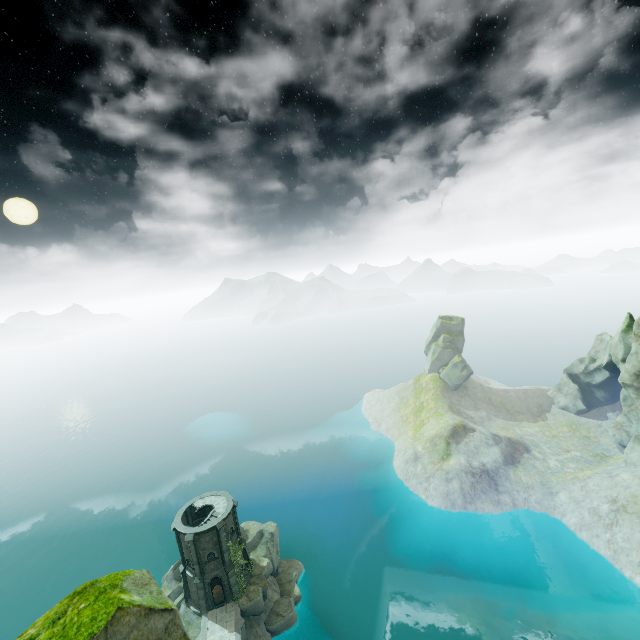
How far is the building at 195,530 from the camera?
36.2m

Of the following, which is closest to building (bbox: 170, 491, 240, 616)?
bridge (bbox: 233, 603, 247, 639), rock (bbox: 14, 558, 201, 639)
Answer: bridge (bbox: 233, 603, 247, 639)

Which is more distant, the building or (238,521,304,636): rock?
(238,521,304,636): rock

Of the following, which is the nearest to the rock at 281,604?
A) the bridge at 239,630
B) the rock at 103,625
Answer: the bridge at 239,630

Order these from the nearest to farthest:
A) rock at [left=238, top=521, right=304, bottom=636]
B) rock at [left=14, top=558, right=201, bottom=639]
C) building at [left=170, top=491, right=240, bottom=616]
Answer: rock at [left=14, top=558, right=201, bottom=639]
building at [left=170, top=491, right=240, bottom=616]
rock at [left=238, top=521, right=304, bottom=636]

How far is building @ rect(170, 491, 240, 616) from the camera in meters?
36.2

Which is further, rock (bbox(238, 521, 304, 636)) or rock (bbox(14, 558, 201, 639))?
rock (bbox(238, 521, 304, 636))

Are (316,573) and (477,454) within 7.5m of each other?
no
